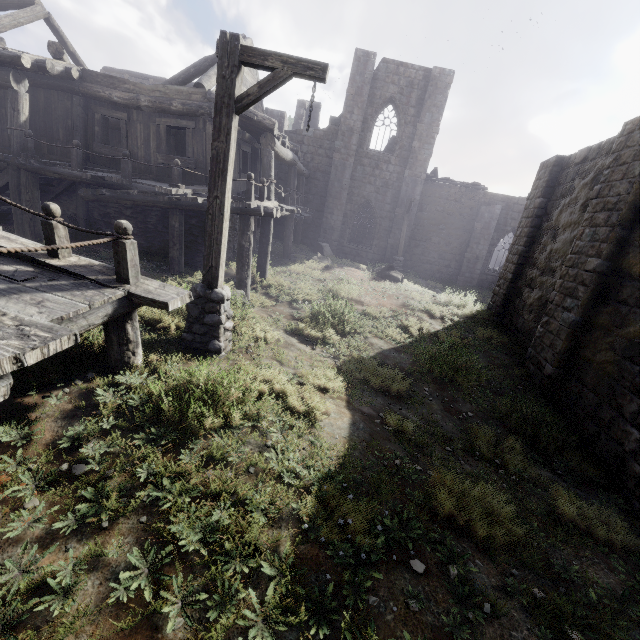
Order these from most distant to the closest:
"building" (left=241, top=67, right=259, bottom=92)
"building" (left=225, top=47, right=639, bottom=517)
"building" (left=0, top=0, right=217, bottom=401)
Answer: "building" (left=241, top=67, right=259, bottom=92) → "building" (left=225, top=47, right=639, bottom=517) → "building" (left=0, top=0, right=217, bottom=401)

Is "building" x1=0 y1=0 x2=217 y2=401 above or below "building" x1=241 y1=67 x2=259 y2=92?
below

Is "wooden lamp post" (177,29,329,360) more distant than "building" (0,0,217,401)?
Yes

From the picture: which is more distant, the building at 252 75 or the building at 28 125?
the building at 252 75

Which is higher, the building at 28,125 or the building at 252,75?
the building at 252,75

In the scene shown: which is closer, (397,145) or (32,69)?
(32,69)

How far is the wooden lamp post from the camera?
4.43m
